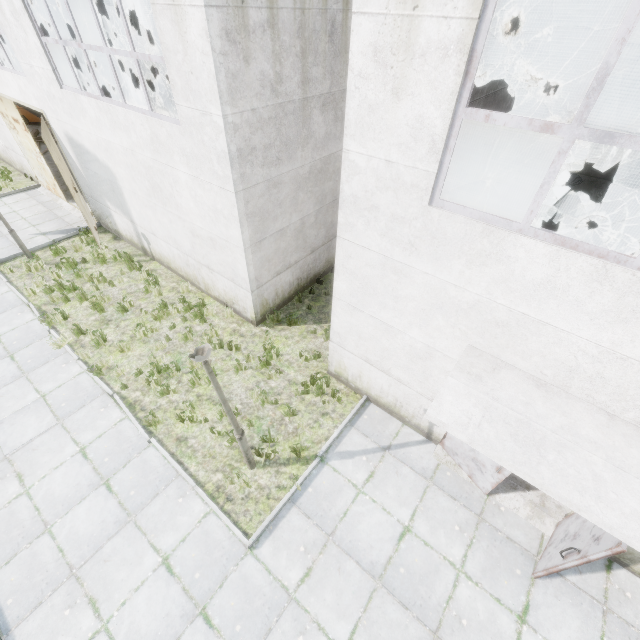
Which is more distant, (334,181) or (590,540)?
(334,181)

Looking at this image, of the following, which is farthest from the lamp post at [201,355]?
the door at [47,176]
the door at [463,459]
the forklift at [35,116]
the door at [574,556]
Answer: the forklift at [35,116]

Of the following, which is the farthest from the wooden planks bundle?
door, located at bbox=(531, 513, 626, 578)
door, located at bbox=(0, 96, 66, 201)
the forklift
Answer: door, located at bbox=(531, 513, 626, 578)

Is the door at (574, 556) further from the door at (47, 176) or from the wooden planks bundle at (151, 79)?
the wooden planks bundle at (151, 79)

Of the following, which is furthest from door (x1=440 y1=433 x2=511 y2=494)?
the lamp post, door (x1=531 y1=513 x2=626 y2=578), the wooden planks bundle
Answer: the wooden planks bundle

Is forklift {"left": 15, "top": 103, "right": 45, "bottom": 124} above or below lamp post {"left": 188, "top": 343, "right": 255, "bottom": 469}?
below

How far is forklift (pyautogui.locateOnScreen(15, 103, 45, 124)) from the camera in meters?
22.2 m

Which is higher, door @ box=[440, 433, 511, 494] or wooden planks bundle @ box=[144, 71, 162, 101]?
wooden planks bundle @ box=[144, 71, 162, 101]
